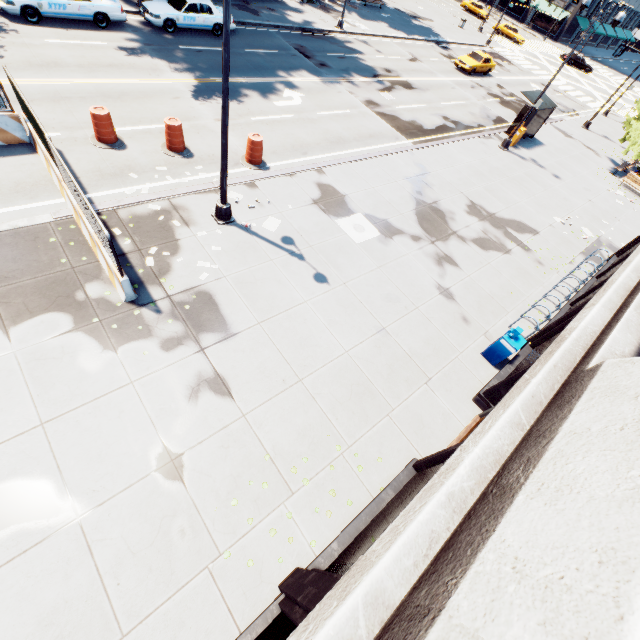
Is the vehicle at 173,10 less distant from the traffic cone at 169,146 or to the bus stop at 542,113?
the traffic cone at 169,146

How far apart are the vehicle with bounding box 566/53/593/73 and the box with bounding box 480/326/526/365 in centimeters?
6313cm

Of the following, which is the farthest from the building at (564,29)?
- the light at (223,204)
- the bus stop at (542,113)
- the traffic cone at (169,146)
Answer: the light at (223,204)

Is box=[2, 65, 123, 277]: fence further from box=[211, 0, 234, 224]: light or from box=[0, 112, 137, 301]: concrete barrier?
box=[211, 0, 234, 224]: light

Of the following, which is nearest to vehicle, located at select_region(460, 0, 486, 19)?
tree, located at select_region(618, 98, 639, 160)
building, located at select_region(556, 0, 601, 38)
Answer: building, located at select_region(556, 0, 601, 38)

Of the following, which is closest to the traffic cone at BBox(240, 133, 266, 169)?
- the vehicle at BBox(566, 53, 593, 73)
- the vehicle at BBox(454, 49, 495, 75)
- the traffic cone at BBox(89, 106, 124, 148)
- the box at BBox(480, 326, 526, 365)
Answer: the traffic cone at BBox(89, 106, 124, 148)

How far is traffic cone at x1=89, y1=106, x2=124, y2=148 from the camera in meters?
10.9 m

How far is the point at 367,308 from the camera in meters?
10.3
